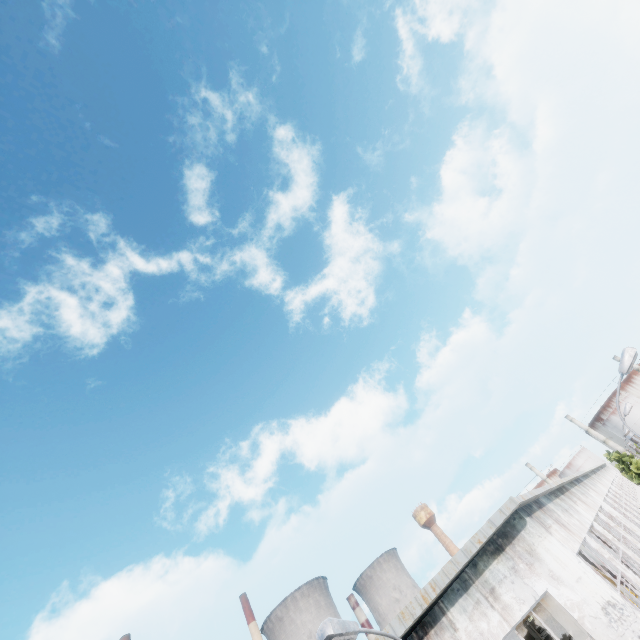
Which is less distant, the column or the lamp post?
the lamp post

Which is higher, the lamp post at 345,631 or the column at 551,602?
the lamp post at 345,631

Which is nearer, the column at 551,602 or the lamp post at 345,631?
the lamp post at 345,631

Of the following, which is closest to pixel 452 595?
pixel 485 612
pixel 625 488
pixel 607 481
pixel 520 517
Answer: pixel 485 612

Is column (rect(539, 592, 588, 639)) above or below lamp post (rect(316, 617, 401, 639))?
below
